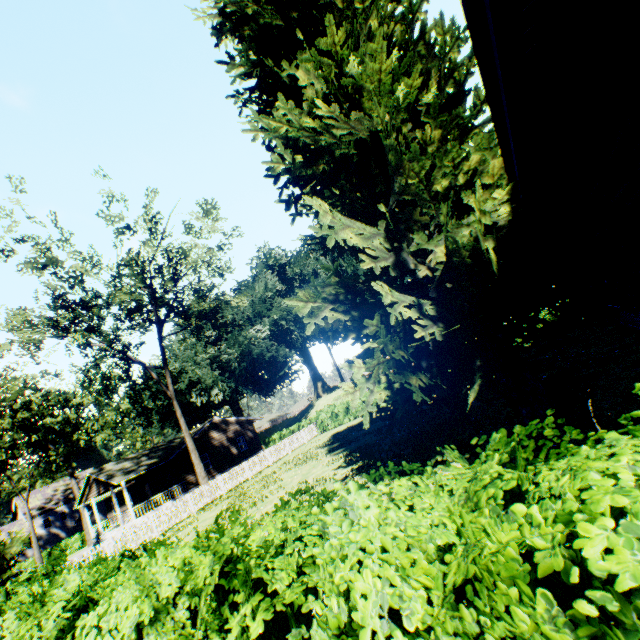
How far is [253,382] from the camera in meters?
46.4 m

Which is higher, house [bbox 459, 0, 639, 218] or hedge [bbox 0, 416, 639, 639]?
house [bbox 459, 0, 639, 218]

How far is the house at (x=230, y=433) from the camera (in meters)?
33.69

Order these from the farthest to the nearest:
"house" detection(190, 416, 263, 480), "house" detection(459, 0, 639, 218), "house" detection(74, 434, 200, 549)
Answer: "house" detection(190, 416, 263, 480) → "house" detection(74, 434, 200, 549) → "house" detection(459, 0, 639, 218)

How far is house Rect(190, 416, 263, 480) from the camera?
33.69m

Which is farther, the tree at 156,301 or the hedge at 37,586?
the tree at 156,301

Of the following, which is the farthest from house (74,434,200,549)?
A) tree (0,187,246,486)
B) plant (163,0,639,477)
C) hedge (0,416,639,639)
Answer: hedge (0,416,639,639)

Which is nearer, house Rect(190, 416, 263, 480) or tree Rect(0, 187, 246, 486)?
tree Rect(0, 187, 246, 486)
